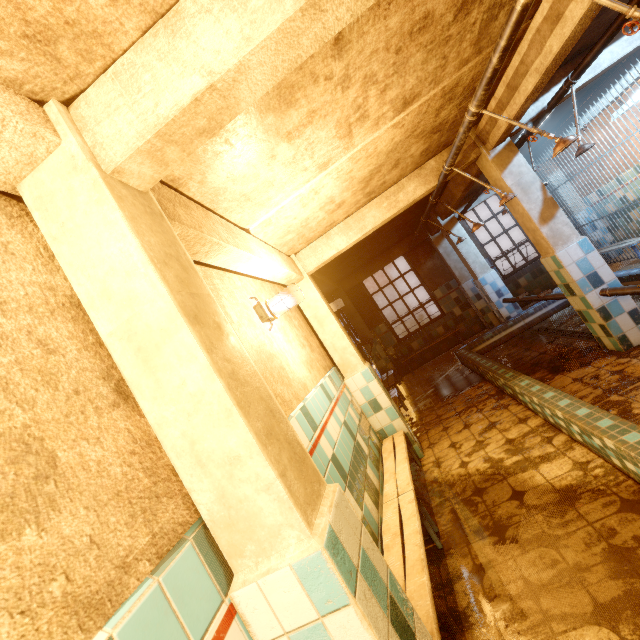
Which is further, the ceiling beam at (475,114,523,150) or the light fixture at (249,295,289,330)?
the ceiling beam at (475,114,523,150)

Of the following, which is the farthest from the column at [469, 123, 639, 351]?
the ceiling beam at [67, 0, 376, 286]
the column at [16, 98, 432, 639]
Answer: the column at [16, 98, 432, 639]

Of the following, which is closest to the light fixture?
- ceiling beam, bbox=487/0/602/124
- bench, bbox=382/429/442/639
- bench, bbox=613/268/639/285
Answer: bench, bbox=382/429/442/639

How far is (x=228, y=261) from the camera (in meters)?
2.30

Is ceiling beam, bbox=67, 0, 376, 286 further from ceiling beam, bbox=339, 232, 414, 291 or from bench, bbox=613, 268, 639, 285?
ceiling beam, bbox=339, 232, 414, 291

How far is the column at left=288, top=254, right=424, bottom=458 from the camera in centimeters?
395cm

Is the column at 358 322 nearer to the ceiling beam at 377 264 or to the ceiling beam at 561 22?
the ceiling beam at 377 264

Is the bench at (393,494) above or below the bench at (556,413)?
above
